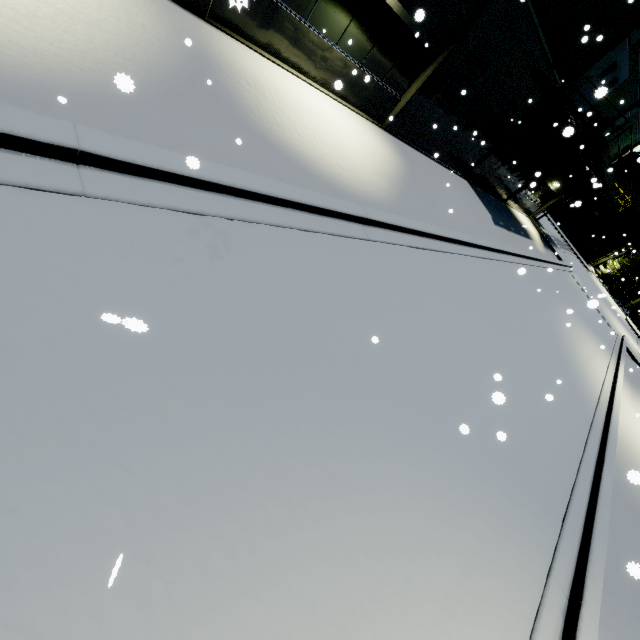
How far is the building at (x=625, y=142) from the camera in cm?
2183

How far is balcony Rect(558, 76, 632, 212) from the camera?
13.9m

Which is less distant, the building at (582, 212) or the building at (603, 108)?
the building at (603, 108)

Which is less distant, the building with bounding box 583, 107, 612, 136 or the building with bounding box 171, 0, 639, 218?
the building with bounding box 171, 0, 639, 218

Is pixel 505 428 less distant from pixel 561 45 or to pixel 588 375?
pixel 588 375

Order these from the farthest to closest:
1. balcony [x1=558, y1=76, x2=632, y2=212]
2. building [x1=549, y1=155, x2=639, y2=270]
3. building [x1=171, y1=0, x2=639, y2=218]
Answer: building [x1=549, y1=155, x2=639, y2=270] → balcony [x1=558, y1=76, x2=632, y2=212] → building [x1=171, y1=0, x2=639, y2=218]

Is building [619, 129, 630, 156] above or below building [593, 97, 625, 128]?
above

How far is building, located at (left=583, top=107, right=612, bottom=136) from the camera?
17.2m
